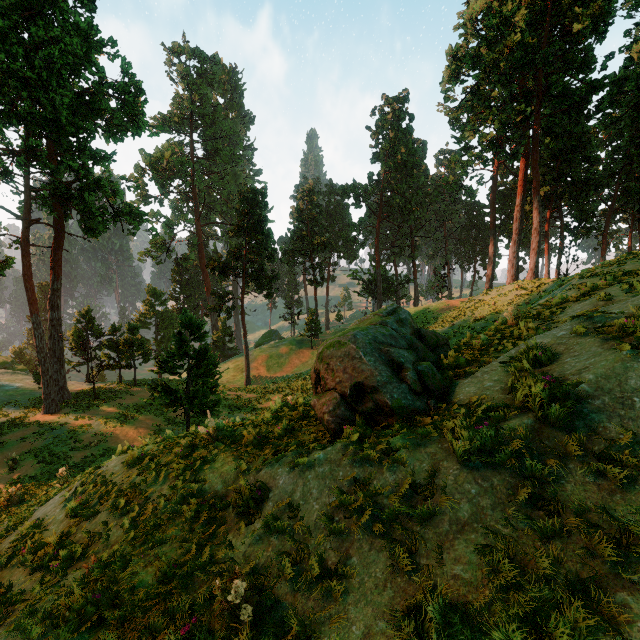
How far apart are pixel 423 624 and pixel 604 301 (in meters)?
10.02

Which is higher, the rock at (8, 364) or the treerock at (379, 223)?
the treerock at (379, 223)

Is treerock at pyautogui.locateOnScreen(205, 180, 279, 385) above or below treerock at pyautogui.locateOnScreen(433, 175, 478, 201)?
below

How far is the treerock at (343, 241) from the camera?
53.1 meters

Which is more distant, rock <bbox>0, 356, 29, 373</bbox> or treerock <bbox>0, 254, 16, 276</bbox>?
rock <bbox>0, 356, 29, 373</bbox>

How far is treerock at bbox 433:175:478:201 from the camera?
45.5 meters

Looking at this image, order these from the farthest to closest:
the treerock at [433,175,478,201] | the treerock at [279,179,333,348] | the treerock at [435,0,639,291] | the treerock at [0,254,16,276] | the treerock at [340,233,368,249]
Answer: Answer:
the treerock at [340,233,368,249]
the treerock at [279,179,333,348]
the treerock at [433,175,478,201]
the treerock at [435,0,639,291]
the treerock at [0,254,16,276]
